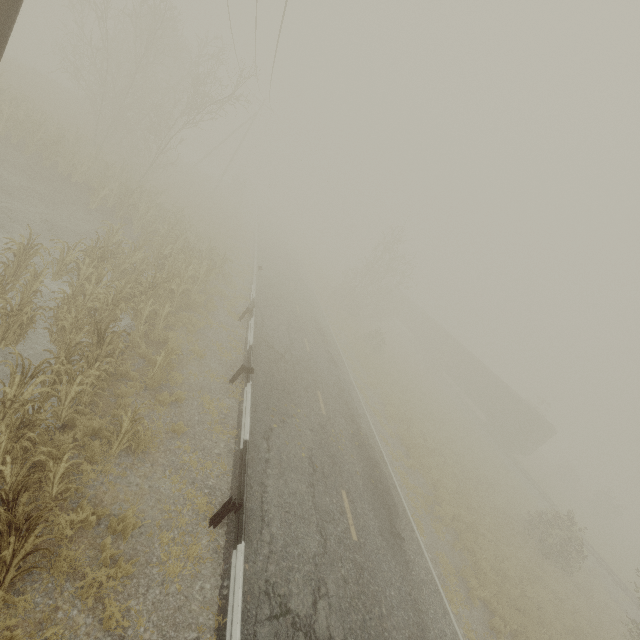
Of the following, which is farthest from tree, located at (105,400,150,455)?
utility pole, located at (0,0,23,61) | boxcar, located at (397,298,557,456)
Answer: boxcar, located at (397,298,557,456)

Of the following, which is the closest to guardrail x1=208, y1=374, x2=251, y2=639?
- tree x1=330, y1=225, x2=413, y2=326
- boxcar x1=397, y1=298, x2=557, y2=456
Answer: tree x1=330, y1=225, x2=413, y2=326

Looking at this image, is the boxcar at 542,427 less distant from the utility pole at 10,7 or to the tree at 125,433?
the tree at 125,433

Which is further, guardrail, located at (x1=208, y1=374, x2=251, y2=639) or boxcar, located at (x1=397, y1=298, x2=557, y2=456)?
boxcar, located at (x1=397, y1=298, x2=557, y2=456)

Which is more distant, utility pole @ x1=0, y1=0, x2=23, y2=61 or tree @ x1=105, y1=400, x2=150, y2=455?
tree @ x1=105, y1=400, x2=150, y2=455

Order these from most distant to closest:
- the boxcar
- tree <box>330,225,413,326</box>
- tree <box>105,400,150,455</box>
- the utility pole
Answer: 1. tree <box>330,225,413,326</box>
2. the boxcar
3. tree <box>105,400,150,455</box>
4. the utility pole

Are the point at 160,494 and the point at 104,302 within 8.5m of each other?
yes

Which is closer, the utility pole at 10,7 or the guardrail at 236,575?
the utility pole at 10,7
